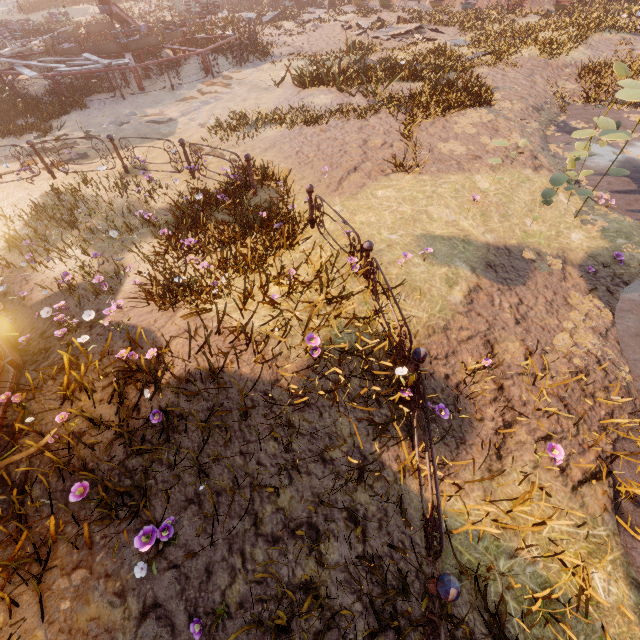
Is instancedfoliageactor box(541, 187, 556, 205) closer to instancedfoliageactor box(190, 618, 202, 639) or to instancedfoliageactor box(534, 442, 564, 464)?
instancedfoliageactor box(534, 442, 564, 464)

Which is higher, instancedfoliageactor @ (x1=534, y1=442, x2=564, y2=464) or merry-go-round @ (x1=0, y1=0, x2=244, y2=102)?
merry-go-round @ (x1=0, y1=0, x2=244, y2=102)

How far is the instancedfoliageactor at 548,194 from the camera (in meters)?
5.81

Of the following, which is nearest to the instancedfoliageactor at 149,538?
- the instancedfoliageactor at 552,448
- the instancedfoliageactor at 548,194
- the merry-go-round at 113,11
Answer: the instancedfoliageactor at 552,448

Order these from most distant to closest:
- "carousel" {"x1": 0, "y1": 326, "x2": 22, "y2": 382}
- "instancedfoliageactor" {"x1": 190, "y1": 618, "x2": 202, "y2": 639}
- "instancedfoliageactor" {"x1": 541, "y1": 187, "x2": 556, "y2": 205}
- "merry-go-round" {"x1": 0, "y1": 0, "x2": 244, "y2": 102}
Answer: "merry-go-round" {"x1": 0, "y1": 0, "x2": 244, "y2": 102}
"instancedfoliageactor" {"x1": 541, "y1": 187, "x2": 556, "y2": 205}
"carousel" {"x1": 0, "y1": 326, "x2": 22, "y2": 382}
"instancedfoliageactor" {"x1": 190, "y1": 618, "x2": 202, "y2": 639}

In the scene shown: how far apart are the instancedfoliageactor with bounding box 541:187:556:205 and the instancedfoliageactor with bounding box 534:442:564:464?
4.5m

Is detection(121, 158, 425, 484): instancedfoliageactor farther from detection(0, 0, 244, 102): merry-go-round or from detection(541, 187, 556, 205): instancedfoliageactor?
detection(0, 0, 244, 102): merry-go-round

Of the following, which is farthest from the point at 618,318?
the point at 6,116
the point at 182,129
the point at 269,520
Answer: the point at 6,116
